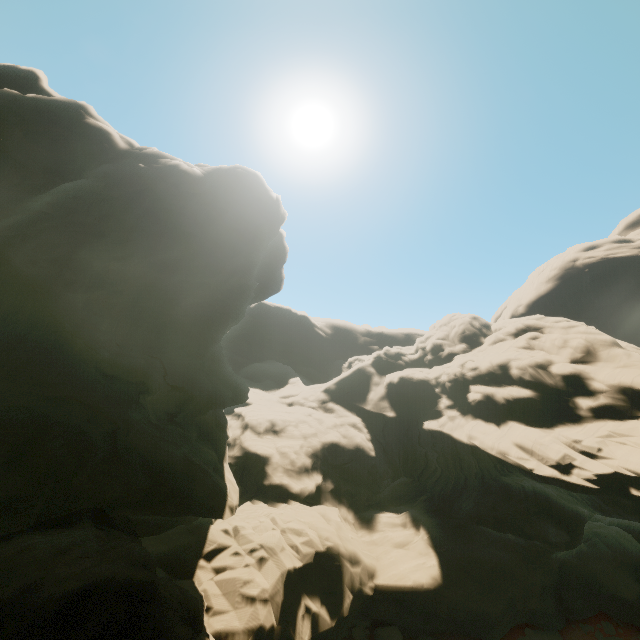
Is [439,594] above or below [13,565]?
below
